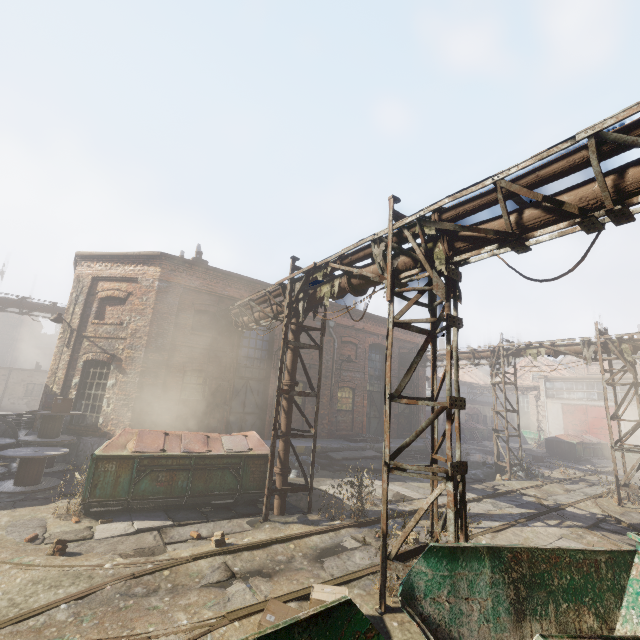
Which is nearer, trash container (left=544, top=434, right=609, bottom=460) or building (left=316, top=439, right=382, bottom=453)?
building (left=316, top=439, right=382, bottom=453)

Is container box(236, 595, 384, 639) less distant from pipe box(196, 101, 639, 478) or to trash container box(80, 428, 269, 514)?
pipe box(196, 101, 639, 478)

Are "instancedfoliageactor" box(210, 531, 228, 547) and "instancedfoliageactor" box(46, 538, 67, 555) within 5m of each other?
yes

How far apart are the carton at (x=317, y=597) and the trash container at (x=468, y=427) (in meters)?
31.19

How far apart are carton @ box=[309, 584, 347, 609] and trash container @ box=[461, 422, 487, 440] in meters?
31.2 m

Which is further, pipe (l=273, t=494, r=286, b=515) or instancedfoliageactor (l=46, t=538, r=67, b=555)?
pipe (l=273, t=494, r=286, b=515)

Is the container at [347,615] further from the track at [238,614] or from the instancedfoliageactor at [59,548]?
the instancedfoliageactor at [59,548]

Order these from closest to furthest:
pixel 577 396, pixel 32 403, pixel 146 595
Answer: pixel 146 595 < pixel 32 403 < pixel 577 396
